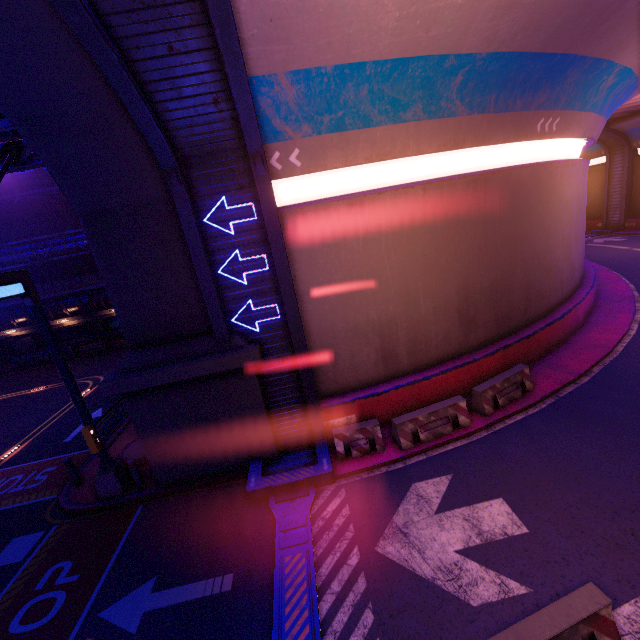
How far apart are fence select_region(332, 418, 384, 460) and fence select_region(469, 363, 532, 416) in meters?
3.4 m

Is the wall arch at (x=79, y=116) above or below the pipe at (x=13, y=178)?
below

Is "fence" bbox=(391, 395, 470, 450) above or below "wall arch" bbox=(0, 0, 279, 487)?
below

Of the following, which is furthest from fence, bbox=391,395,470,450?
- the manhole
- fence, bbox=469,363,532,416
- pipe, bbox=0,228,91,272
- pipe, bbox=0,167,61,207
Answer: pipe, bbox=0,167,61,207

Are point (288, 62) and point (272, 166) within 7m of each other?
yes

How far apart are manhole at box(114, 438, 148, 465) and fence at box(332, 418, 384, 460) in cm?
646

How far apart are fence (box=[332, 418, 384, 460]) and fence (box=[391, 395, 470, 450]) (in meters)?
0.34

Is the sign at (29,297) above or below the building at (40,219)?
below
